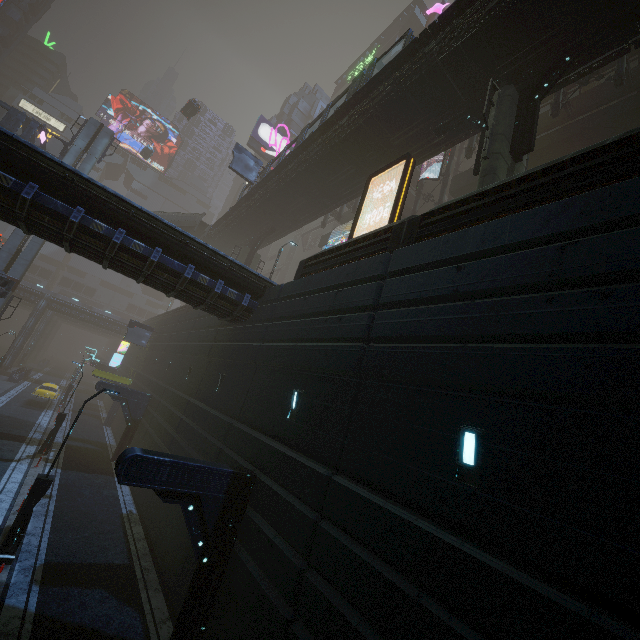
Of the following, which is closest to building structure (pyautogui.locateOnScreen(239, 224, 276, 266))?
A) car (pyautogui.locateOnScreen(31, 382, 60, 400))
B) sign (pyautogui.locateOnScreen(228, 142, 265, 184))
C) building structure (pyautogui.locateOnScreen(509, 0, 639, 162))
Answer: sign (pyautogui.locateOnScreen(228, 142, 265, 184))

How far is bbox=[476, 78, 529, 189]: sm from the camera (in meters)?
11.55

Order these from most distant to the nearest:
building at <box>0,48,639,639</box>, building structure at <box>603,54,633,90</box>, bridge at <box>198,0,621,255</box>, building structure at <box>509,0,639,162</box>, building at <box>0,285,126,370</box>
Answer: building at <box>0,285,126,370</box> < building structure at <box>603,54,633,90</box> < bridge at <box>198,0,621,255</box> < building structure at <box>509,0,639,162</box> < building at <box>0,48,639,639</box>

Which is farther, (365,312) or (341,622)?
(365,312)

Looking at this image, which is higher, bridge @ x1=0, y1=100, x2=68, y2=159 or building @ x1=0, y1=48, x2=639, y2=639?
bridge @ x1=0, y1=100, x2=68, y2=159

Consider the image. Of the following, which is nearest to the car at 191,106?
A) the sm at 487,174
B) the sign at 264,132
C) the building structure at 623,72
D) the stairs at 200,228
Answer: the sm at 487,174

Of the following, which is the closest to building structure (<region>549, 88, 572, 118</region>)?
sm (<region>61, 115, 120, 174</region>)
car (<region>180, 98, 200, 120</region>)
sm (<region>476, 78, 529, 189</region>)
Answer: sm (<region>476, 78, 529, 189</region>)

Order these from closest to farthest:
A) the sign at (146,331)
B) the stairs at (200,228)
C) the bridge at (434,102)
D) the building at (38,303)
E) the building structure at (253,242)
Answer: the bridge at (434,102), the building structure at (253,242), the sign at (146,331), the stairs at (200,228), the building at (38,303)
